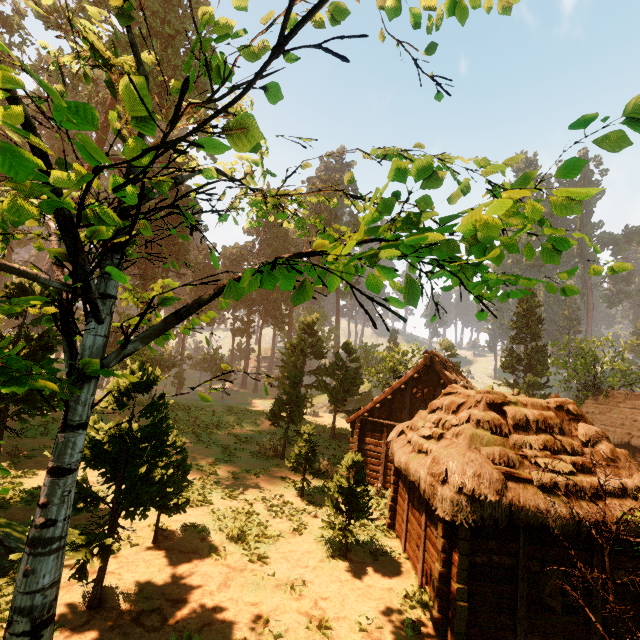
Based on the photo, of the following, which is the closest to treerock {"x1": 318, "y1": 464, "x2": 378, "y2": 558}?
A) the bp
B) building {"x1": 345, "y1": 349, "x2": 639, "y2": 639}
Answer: building {"x1": 345, "y1": 349, "x2": 639, "y2": 639}

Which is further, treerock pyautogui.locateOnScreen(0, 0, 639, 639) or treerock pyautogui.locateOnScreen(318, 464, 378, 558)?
treerock pyautogui.locateOnScreen(318, 464, 378, 558)

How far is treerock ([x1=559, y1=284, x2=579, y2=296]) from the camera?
4.7 meters

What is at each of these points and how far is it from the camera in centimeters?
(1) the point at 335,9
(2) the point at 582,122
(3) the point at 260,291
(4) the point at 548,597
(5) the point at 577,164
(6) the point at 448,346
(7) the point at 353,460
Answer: (1) treerock, 356cm
(2) treerock, 288cm
(3) treerock, 5453cm
(4) bp, 866cm
(5) treerock, 326cm
(6) treerock, 5159cm
(7) treerock, 1194cm

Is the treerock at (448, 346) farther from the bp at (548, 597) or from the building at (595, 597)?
the bp at (548, 597)
